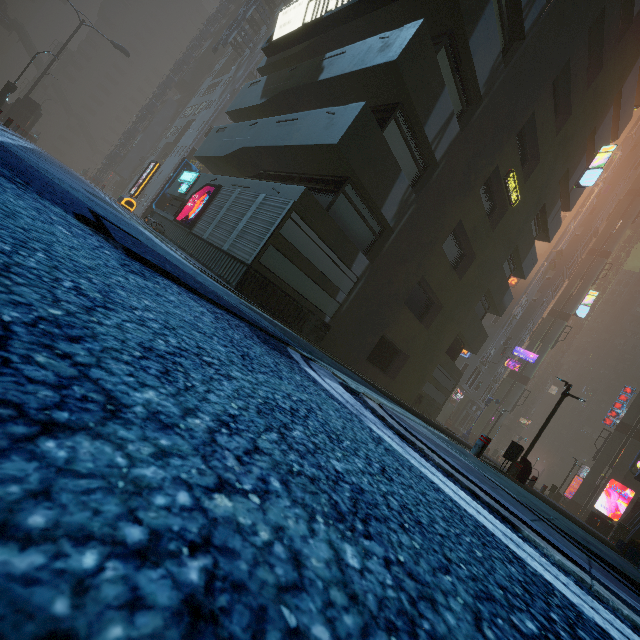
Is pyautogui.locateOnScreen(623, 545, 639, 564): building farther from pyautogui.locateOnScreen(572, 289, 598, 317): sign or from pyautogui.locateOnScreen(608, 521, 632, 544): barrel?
pyautogui.locateOnScreen(572, 289, 598, 317): sign

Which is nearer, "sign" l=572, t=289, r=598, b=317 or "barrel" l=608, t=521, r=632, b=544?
"barrel" l=608, t=521, r=632, b=544

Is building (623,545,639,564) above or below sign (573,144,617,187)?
below

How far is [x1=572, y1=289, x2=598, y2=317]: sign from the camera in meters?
37.2

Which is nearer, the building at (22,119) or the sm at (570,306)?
the building at (22,119)

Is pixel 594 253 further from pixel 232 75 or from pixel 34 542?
pixel 34 542

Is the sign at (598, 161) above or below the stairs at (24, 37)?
above

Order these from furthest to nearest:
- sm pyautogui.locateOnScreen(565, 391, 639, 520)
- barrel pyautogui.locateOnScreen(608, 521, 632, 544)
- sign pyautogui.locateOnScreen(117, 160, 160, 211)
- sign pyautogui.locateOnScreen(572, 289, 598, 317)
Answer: sign pyautogui.locateOnScreen(572, 289, 598, 317)
sm pyautogui.locateOnScreen(565, 391, 639, 520)
sign pyautogui.locateOnScreen(117, 160, 160, 211)
barrel pyautogui.locateOnScreen(608, 521, 632, 544)
